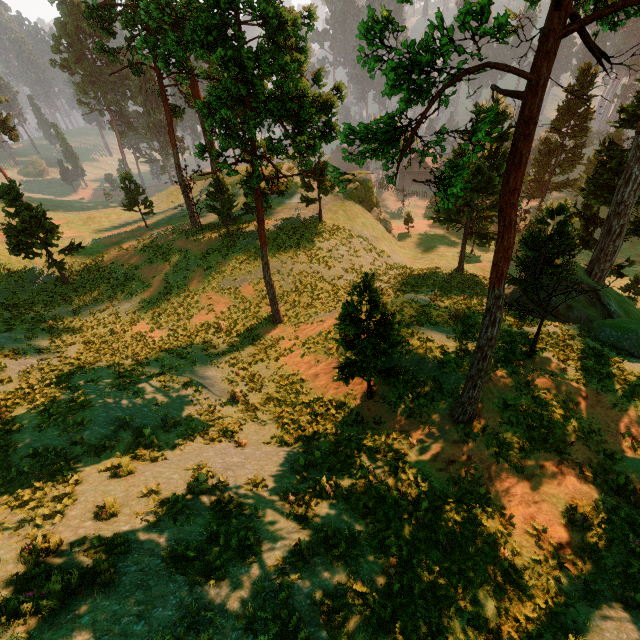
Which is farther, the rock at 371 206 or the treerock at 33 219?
the rock at 371 206

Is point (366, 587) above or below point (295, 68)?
below

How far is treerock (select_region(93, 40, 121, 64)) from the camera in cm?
2430

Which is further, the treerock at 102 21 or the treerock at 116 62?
the treerock at 116 62

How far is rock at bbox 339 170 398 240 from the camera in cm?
4400

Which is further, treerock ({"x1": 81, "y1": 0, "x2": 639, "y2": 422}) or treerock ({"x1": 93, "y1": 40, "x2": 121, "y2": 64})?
treerock ({"x1": 93, "y1": 40, "x2": 121, "y2": 64})

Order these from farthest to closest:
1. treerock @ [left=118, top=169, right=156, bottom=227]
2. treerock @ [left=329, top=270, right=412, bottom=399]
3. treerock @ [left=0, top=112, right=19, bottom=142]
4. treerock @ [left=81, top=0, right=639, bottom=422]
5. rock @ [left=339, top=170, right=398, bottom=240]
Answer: rock @ [left=339, top=170, right=398, bottom=240]
treerock @ [left=0, top=112, right=19, bottom=142]
treerock @ [left=118, top=169, right=156, bottom=227]
treerock @ [left=329, top=270, right=412, bottom=399]
treerock @ [left=81, top=0, right=639, bottom=422]
